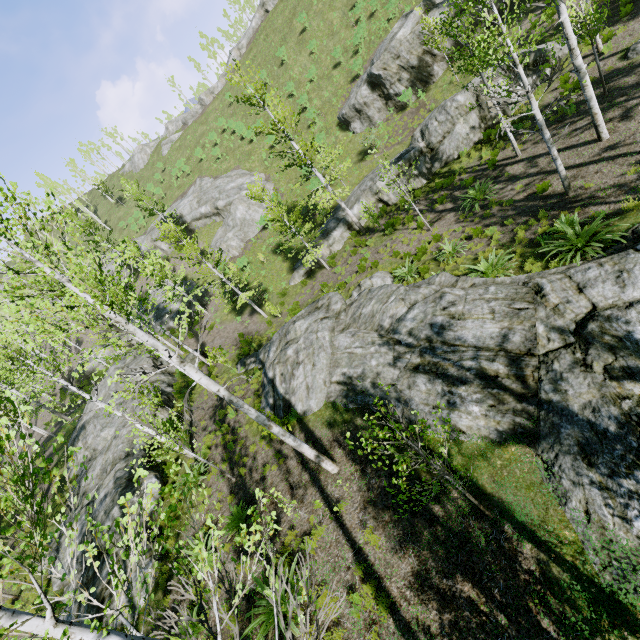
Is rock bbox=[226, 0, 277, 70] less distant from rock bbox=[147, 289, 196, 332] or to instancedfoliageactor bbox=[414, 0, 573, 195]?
instancedfoliageactor bbox=[414, 0, 573, 195]

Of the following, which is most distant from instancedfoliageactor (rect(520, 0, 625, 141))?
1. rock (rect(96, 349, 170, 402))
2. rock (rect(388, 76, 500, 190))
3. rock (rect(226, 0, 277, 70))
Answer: rock (rect(226, 0, 277, 70))

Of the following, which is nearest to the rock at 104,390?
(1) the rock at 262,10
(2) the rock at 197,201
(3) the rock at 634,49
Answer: (2) the rock at 197,201

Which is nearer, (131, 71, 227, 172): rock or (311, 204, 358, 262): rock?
(311, 204, 358, 262): rock

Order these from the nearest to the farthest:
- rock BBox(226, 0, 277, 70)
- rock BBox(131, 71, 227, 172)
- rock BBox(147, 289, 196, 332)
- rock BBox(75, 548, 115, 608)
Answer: rock BBox(75, 548, 115, 608) < rock BBox(147, 289, 196, 332) < rock BBox(226, 0, 277, 70) < rock BBox(131, 71, 227, 172)

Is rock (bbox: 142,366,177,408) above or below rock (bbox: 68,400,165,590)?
below

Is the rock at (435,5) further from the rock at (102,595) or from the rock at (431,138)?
the rock at (102,595)

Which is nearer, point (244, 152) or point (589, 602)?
point (589, 602)
